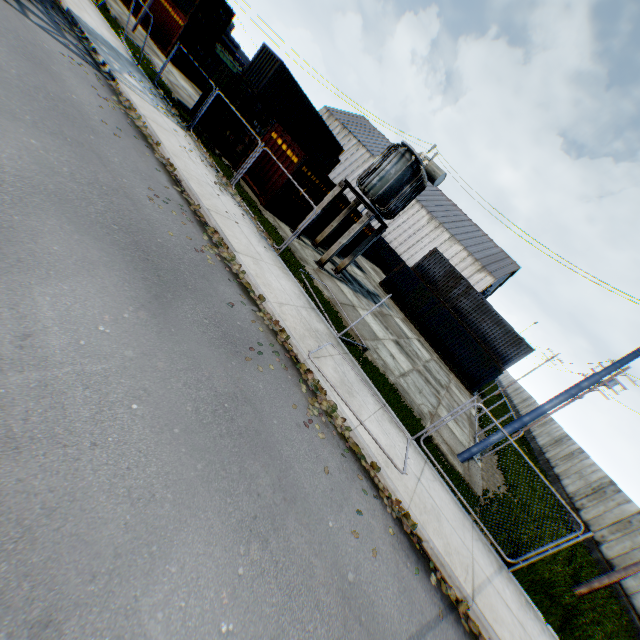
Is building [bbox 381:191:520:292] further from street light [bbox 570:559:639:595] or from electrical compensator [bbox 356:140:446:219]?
street light [bbox 570:559:639:595]

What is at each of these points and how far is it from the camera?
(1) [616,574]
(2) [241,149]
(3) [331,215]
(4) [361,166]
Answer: (1) street light, 9.8m
(2) storage container, 15.8m
(3) storage container, 19.2m
(4) building, 59.9m

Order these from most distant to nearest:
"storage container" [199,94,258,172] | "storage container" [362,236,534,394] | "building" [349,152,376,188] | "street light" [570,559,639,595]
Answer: "building" [349,152,376,188], "storage container" [362,236,534,394], "storage container" [199,94,258,172], "street light" [570,559,639,595]

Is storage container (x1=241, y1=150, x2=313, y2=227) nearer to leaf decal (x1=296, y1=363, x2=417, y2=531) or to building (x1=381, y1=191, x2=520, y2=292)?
leaf decal (x1=296, y1=363, x2=417, y2=531)

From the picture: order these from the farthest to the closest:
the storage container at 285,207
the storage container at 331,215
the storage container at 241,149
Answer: the storage container at 331,215 < the storage container at 241,149 < the storage container at 285,207

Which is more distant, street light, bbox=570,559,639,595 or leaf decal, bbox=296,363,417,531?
street light, bbox=570,559,639,595

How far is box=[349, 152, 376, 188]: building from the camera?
59.5m

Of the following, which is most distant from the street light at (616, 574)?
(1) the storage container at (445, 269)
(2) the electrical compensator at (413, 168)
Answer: (1) the storage container at (445, 269)
